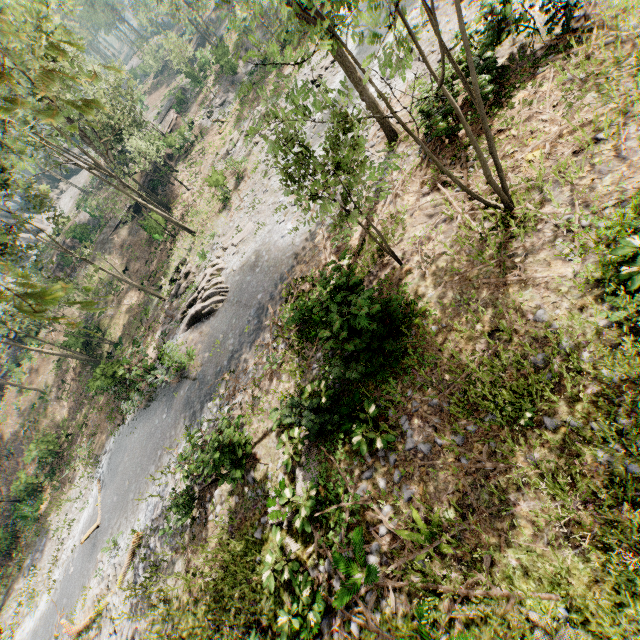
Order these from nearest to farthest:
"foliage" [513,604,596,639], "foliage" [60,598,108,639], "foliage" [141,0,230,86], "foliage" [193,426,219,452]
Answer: "foliage" [513,604,596,639]
"foliage" [193,426,219,452]
"foliage" [60,598,108,639]
"foliage" [141,0,230,86]

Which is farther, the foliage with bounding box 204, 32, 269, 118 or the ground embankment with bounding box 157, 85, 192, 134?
the ground embankment with bounding box 157, 85, 192, 134

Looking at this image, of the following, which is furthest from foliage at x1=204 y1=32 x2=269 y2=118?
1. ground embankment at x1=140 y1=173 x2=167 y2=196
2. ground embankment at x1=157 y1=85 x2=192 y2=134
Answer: ground embankment at x1=140 y1=173 x2=167 y2=196

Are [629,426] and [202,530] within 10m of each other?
no

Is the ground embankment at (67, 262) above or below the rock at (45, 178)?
below

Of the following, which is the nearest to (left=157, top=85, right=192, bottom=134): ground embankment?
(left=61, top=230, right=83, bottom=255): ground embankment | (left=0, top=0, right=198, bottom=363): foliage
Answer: (left=0, top=0, right=198, bottom=363): foliage

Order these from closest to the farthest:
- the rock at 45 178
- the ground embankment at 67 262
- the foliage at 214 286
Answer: the foliage at 214 286, the ground embankment at 67 262, the rock at 45 178
